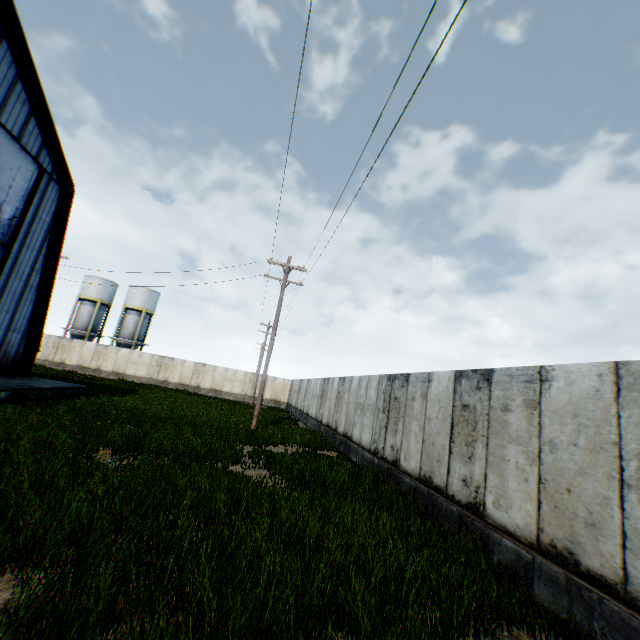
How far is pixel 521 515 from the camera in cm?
542

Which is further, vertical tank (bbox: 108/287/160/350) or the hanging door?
vertical tank (bbox: 108/287/160/350)

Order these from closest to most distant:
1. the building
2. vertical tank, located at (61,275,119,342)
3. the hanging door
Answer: the building, the hanging door, vertical tank, located at (61,275,119,342)

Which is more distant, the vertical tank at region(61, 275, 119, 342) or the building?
the vertical tank at region(61, 275, 119, 342)

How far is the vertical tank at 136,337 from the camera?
43.3 meters

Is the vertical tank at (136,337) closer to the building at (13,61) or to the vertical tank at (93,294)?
the vertical tank at (93,294)

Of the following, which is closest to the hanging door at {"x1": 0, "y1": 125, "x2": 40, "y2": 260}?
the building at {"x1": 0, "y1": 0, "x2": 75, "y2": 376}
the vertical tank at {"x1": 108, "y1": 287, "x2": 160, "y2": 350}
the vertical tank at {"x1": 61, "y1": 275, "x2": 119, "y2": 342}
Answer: the building at {"x1": 0, "y1": 0, "x2": 75, "y2": 376}

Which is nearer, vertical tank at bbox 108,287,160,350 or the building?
the building
